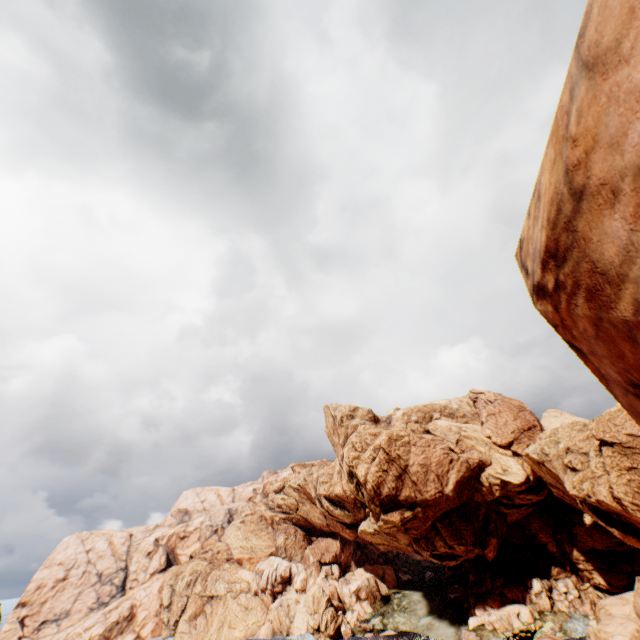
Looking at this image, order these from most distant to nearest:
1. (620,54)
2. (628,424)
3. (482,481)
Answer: (482,481) → (628,424) → (620,54)
